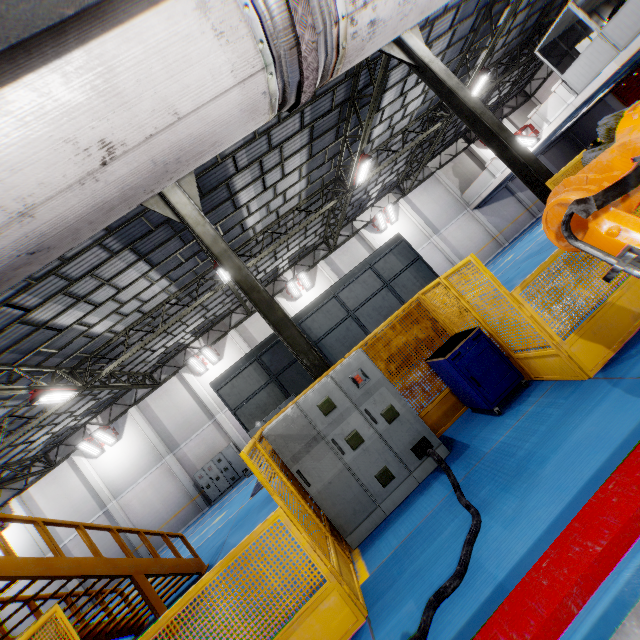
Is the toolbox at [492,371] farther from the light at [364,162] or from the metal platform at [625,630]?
the light at [364,162]

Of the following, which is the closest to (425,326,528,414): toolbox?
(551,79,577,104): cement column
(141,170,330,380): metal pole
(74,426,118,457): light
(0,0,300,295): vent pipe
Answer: (141,170,330,380): metal pole

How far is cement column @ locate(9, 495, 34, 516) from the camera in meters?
19.0

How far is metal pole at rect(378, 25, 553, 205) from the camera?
8.2 meters

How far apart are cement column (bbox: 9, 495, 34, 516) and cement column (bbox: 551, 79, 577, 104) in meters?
36.8 m

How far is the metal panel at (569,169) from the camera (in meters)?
6.38

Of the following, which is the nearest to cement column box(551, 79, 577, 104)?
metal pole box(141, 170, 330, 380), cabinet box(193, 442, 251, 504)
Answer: metal pole box(141, 170, 330, 380)

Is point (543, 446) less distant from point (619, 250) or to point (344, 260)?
point (619, 250)
